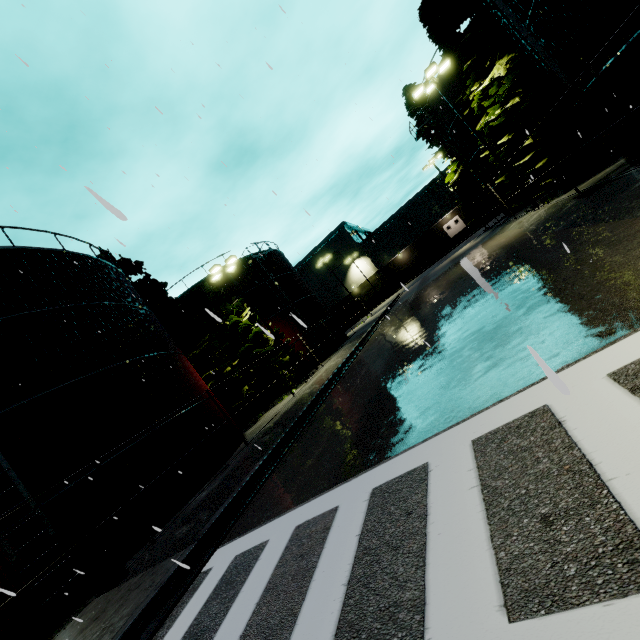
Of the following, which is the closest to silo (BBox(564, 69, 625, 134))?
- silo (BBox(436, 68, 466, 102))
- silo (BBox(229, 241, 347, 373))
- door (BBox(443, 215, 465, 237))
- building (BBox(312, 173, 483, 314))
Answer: building (BBox(312, 173, 483, 314))

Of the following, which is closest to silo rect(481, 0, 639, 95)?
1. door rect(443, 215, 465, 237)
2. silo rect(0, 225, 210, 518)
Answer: silo rect(0, 225, 210, 518)

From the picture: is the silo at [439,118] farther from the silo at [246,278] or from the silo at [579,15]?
the silo at [246,278]

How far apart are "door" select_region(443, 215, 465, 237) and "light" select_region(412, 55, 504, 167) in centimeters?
4014cm

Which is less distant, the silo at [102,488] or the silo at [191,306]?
the silo at [102,488]

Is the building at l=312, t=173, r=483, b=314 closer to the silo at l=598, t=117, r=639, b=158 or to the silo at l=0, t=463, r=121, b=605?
the silo at l=598, t=117, r=639, b=158

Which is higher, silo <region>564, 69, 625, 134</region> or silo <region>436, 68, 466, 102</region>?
silo <region>436, 68, 466, 102</region>

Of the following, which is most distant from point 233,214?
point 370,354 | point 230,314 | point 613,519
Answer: point 230,314
